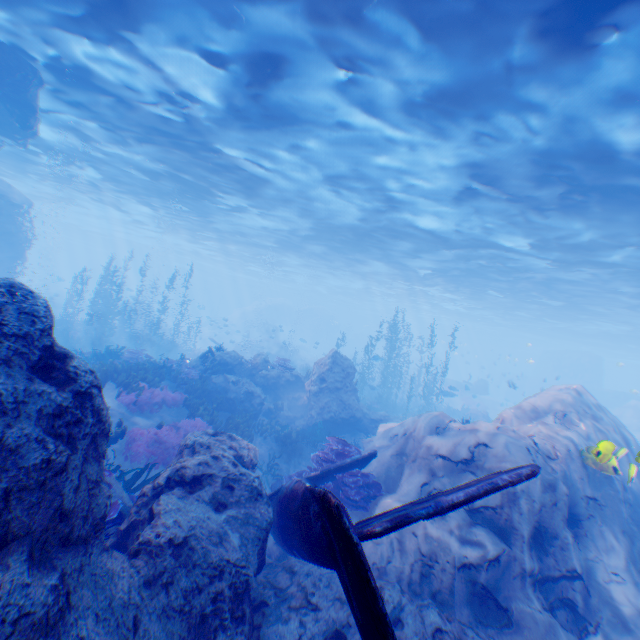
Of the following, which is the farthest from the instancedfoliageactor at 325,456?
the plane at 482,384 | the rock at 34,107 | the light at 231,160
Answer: the plane at 482,384

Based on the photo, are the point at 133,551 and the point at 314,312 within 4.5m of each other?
no

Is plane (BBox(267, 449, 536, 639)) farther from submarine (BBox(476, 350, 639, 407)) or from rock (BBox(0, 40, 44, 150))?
submarine (BBox(476, 350, 639, 407))

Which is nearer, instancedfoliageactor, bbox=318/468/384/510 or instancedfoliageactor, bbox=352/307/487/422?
instancedfoliageactor, bbox=318/468/384/510

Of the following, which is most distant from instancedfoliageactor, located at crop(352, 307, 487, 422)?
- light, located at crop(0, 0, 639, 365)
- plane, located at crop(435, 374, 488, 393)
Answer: plane, located at crop(435, 374, 488, 393)

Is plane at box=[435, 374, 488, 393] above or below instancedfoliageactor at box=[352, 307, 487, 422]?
above

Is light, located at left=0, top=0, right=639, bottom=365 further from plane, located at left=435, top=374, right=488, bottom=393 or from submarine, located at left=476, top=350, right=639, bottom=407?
plane, located at left=435, top=374, right=488, bottom=393
